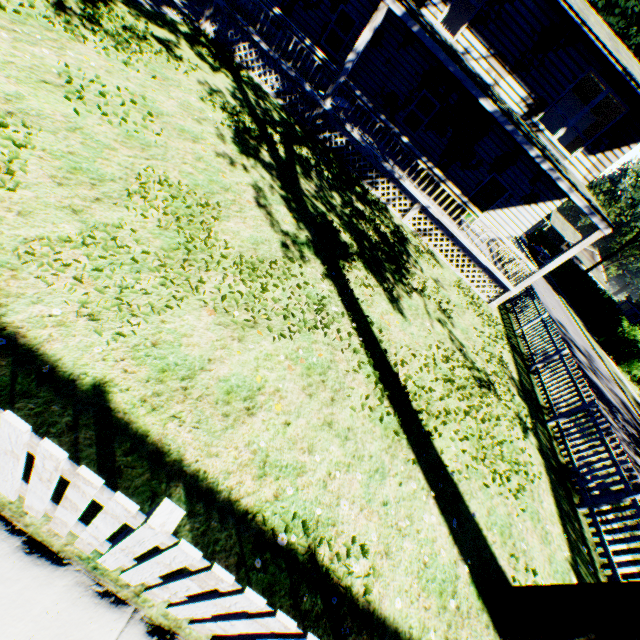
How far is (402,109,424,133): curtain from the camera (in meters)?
15.11

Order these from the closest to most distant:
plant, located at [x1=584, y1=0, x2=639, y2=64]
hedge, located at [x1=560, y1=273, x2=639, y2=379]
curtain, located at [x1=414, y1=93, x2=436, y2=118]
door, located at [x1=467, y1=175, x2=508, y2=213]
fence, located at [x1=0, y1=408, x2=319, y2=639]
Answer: fence, located at [x1=0, y1=408, x2=319, y2=639], curtain, located at [x1=414, y1=93, x2=436, y2=118], door, located at [x1=467, y1=175, x2=508, y2=213], plant, located at [x1=584, y1=0, x2=639, y2=64], hedge, located at [x1=560, y1=273, x2=639, y2=379]

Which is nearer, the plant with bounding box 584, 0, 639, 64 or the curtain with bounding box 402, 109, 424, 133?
the curtain with bounding box 402, 109, 424, 133

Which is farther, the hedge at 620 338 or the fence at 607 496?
the hedge at 620 338

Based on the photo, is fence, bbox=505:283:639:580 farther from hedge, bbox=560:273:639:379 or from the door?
hedge, bbox=560:273:639:379

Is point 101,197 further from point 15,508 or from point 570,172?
point 570,172

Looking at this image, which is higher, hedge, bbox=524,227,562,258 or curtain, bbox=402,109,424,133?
curtain, bbox=402,109,424,133

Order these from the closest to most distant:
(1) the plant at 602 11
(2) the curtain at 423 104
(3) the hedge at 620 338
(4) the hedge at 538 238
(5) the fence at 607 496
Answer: (5) the fence at 607 496 → (2) the curtain at 423 104 → (1) the plant at 602 11 → (3) the hedge at 620 338 → (4) the hedge at 538 238
